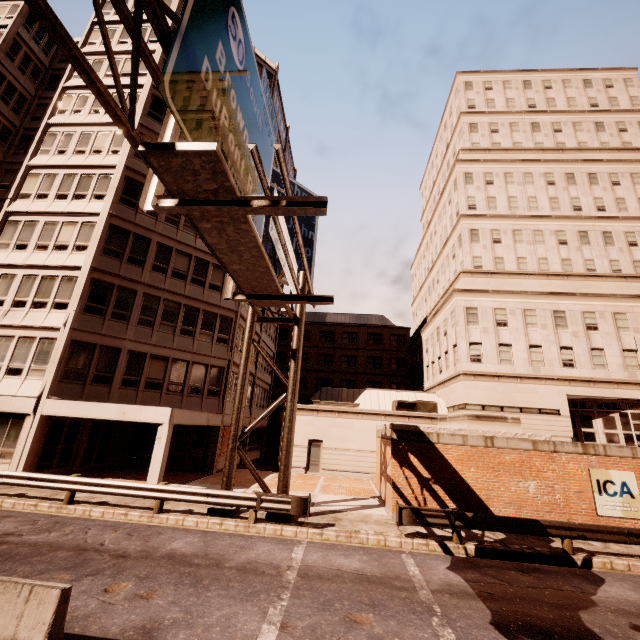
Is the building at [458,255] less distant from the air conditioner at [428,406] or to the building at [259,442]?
Answer: the air conditioner at [428,406]

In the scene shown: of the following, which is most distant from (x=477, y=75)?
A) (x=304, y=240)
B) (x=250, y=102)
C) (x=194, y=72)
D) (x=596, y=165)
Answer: (x=194, y=72)

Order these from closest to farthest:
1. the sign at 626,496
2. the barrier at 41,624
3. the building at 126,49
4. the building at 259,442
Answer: the barrier at 41,624, the sign at 626,496, the building at 126,49, the building at 259,442

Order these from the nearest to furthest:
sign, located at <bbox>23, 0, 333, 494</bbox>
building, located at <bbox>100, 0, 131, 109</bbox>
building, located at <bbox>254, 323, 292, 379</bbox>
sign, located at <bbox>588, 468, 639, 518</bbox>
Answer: sign, located at <bbox>23, 0, 333, 494</bbox>
sign, located at <bbox>588, 468, 639, 518</bbox>
building, located at <bbox>100, 0, 131, 109</bbox>
building, located at <bbox>254, 323, 292, 379</bbox>

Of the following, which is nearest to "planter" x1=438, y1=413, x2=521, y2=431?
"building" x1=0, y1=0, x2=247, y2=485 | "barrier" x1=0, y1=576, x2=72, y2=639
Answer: "building" x1=0, y1=0, x2=247, y2=485

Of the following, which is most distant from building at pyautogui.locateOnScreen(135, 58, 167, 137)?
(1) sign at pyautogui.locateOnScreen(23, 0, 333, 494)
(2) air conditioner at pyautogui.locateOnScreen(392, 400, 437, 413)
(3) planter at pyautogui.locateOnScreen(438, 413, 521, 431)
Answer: (3) planter at pyautogui.locateOnScreen(438, 413, 521, 431)

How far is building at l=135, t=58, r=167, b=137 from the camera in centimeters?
2253cm

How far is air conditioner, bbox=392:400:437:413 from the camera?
26.2 meters
